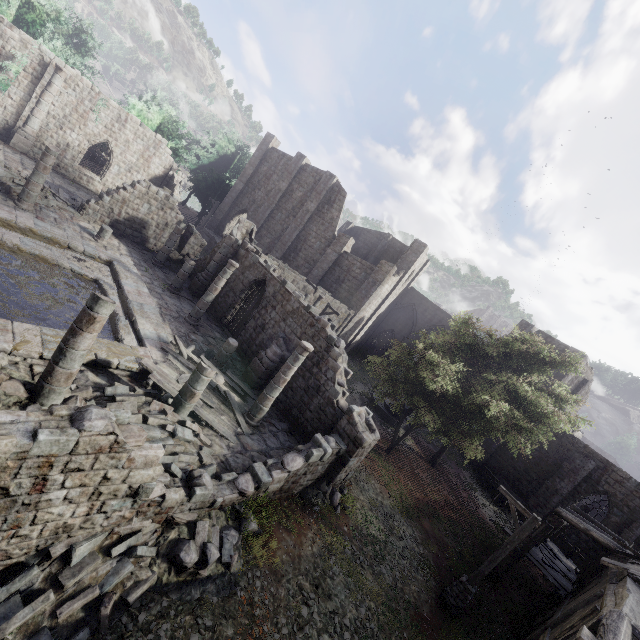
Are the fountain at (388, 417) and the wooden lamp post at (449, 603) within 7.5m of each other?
no

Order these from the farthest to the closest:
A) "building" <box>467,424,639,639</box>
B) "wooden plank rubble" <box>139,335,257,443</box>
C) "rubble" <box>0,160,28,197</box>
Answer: "rubble" <box>0,160,28,197</box>
"wooden plank rubble" <box>139,335,257,443</box>
"building" <box>467,424,639,639</box>

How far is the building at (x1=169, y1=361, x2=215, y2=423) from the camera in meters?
9.7 m

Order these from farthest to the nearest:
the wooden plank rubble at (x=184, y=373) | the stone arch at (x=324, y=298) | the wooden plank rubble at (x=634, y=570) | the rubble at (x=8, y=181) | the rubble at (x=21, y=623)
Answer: the stone arch at (x=324, y=298)
the rubble at (x=8, y=181)
the wooden plank rubble at (x=184, y=373)
the wooden plank rubble at (x=634, y=570)
the rubble at (x=21, y=623)

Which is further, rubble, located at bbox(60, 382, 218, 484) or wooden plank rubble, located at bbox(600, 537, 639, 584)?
wooden plank rubble, located at bbox(600, 537, 639, 584)

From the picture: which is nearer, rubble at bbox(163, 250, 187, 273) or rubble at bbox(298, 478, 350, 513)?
rubble at bbox(298, 478, 350, 513)

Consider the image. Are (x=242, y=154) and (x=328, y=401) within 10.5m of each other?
no

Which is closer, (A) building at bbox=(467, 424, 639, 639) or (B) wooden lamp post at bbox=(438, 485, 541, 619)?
(A) building at bbox=(467, 424, 639, 639)
